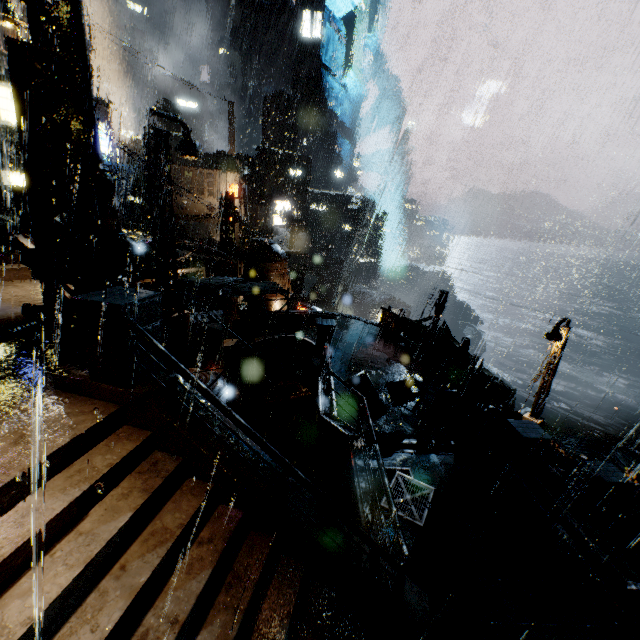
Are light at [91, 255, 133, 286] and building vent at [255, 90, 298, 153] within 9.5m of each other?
no

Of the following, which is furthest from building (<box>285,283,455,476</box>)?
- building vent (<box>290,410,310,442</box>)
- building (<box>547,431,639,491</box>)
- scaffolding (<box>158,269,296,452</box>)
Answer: building (<box>547,431,639,491</box>)

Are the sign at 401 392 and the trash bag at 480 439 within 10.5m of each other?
yes

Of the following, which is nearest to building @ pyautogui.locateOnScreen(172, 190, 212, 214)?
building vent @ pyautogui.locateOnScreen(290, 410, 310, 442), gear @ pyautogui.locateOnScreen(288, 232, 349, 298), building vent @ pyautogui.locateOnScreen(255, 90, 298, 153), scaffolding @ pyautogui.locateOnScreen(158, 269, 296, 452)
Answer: building vent @ pyautogui.locateOnScreen(290, 410, 310, 442)

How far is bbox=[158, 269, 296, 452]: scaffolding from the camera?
9.3m

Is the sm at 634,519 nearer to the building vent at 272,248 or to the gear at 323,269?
the building vent at 272,248

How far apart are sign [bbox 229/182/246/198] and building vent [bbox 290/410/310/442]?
23.8m

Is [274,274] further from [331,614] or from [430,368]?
[331,614]
